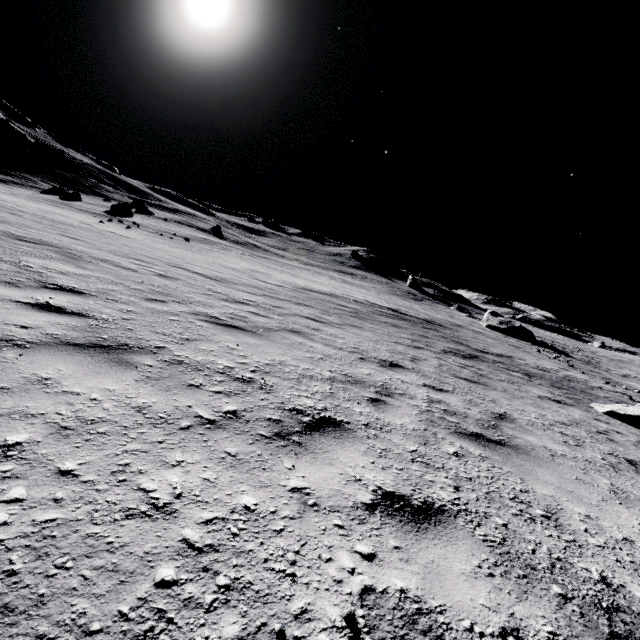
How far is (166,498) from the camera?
1.6 meters

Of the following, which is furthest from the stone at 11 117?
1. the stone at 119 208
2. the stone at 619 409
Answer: the stone at 619 409

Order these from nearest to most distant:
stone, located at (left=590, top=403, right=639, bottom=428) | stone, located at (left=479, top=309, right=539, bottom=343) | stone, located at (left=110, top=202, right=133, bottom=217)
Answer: stone, located at (left=590, top=403, right=639, bottom=428)
stone, located at (left=110, top=202, right=133, bottom=217)
stone, located at (left=479, top=309, right=539, bottom=343)

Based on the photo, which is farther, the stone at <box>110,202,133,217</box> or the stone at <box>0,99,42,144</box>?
the stone at <box>0,99,42,144</box>

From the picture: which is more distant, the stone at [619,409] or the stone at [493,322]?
the stone at [493,322]

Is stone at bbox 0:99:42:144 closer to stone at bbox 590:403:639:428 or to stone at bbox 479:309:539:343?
stone at bbox 590:403:639:428

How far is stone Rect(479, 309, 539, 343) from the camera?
40.3m
